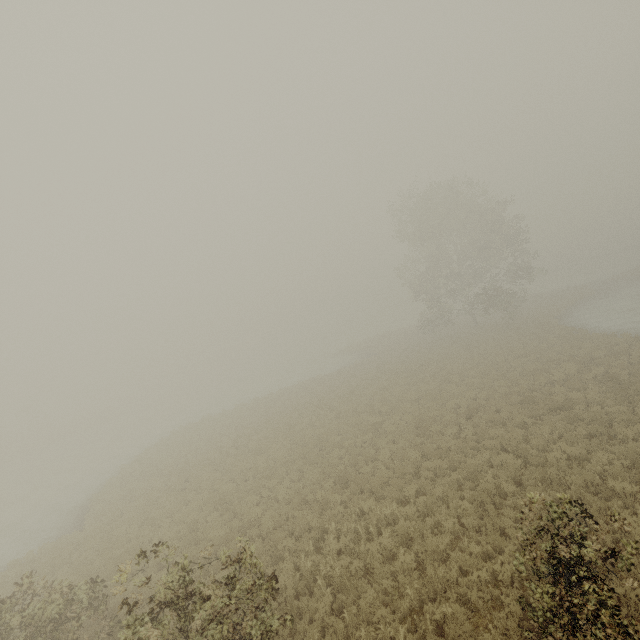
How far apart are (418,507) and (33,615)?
11.4m

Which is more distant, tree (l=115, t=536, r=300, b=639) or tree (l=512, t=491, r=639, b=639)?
tree (l=115, t=536, r=300, b=639)

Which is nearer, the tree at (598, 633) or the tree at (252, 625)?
the tree at (598, 633)
